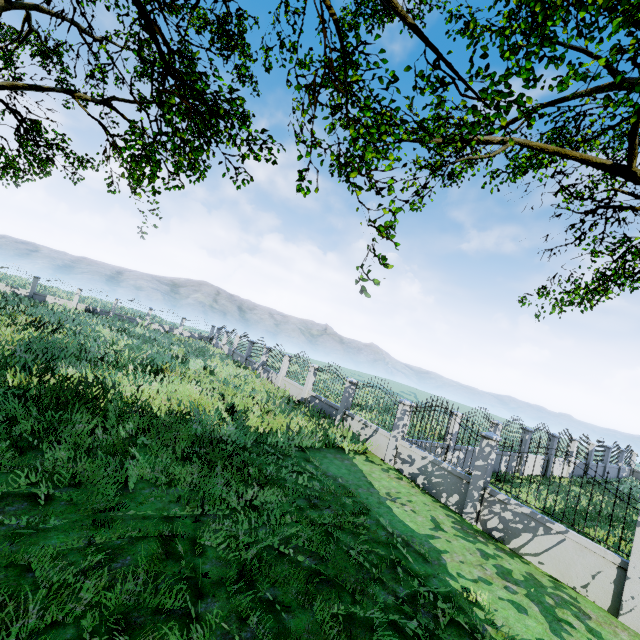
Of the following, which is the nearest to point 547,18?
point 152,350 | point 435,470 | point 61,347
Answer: point 435,470

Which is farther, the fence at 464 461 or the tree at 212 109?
the tree at 212 109

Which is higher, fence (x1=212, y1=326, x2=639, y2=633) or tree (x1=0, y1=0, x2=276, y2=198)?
tree (x1=0, y1=0, x2=276, y2=198)

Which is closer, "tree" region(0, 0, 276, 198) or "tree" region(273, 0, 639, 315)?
"tree" region(273, 0, 639, 315)

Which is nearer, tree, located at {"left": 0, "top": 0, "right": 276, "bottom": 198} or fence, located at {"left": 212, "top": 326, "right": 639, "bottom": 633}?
fence, located at {"left": 212, "top": 326, "right": 639, "bottom": 633}

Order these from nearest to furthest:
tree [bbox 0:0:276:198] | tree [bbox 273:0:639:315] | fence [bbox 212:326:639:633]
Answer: fence [bbox 212:326:639:633], tree [bbox 273:0:639:315], tree [bbox 0:0:276:198]
